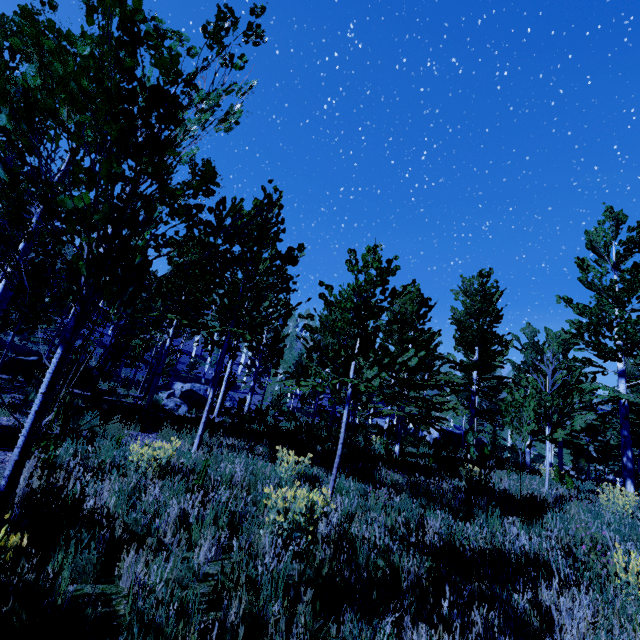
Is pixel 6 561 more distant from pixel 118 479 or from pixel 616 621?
pixel 616 621

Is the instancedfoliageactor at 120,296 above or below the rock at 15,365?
above

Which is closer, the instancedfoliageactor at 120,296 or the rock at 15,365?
the instancedfoliageactor at 120,296

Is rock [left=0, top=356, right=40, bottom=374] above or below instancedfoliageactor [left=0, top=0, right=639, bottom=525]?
below

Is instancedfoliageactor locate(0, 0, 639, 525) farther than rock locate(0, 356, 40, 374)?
No
